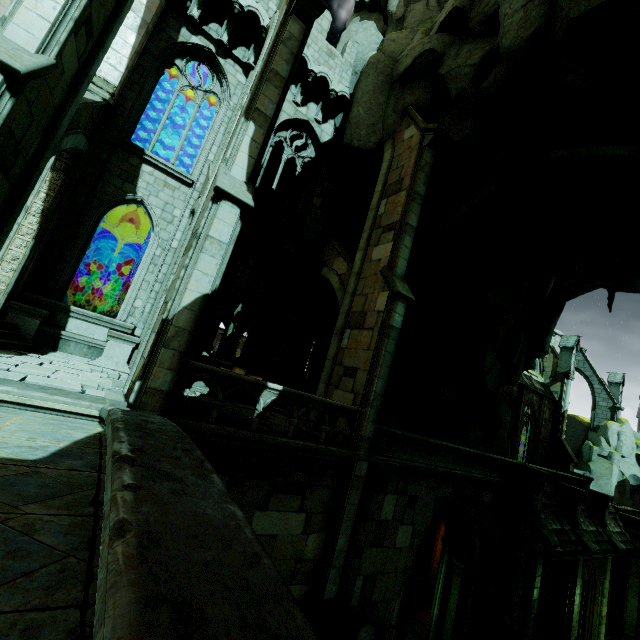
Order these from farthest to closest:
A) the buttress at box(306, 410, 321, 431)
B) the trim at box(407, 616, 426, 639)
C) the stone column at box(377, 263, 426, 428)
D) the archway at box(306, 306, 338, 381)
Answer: the archway at box(306, 306, 338, 381) → the stone column at box(377, 263, 426, 428) → the trim at box(407, 616, 426, 639) → the buttress at box(306, 410, 321, 431)

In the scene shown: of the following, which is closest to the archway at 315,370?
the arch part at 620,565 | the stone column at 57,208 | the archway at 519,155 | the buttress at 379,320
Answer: the archway at 519,155

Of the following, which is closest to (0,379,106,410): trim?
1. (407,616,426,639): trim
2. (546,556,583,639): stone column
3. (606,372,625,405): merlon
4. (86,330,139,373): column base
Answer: (86,330,139,373): column base

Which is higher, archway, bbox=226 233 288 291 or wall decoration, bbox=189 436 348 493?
archway, bbox=226 233 288 291

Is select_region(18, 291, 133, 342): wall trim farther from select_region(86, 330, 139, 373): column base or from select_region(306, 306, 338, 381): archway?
select_region(306, 306, 338, 381): archway

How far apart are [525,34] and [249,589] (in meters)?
13.41

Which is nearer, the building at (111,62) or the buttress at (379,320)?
the buttress at (379,320)

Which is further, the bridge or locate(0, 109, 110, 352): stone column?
locate(0, 109, 110, 352): stone column
